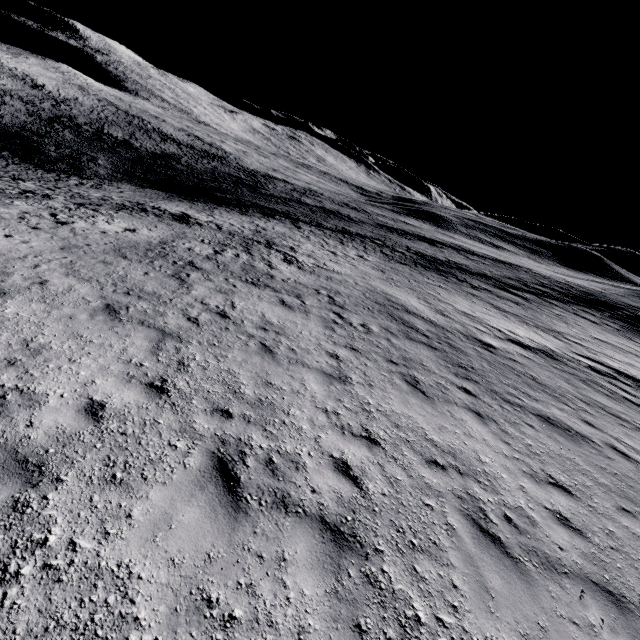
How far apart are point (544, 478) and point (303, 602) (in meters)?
5.88
